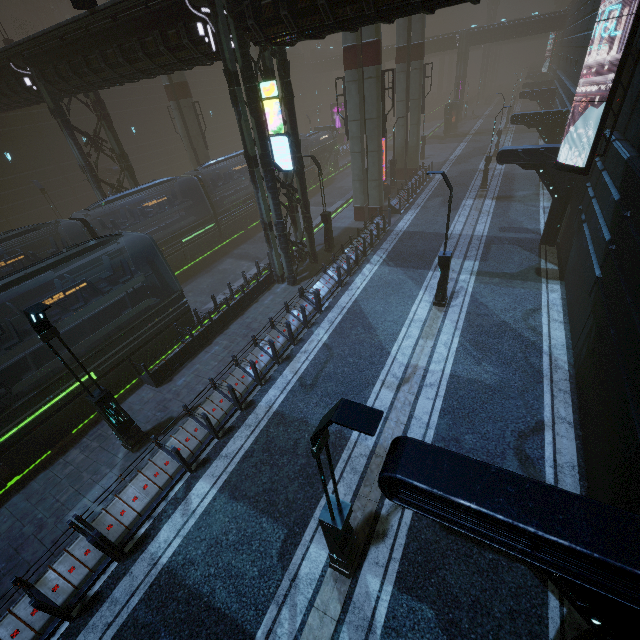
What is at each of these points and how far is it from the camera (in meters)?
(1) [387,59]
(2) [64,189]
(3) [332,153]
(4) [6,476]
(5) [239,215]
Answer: (1) building, 54.34
(2) building, 29.88
(3) train, 37.97
(4) train rail, 10.79
(5) train, 25.84

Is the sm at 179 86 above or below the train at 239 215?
above

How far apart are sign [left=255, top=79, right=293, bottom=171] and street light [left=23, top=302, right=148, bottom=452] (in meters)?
10.21

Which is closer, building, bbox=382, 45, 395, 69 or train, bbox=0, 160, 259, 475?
train, bbox=0, 160, 259, 475

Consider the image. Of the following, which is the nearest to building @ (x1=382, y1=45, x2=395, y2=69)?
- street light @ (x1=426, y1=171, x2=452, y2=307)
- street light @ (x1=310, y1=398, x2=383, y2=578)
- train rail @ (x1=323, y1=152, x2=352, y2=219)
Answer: train rail @ (x1=323, y1=152, x2=352, y2=219)

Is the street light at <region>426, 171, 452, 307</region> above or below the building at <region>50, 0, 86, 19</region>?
below

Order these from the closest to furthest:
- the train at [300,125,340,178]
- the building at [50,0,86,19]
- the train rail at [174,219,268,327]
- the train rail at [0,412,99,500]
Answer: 1. the train rail at [0,412,99,500]
2. the train rail at [174,219,268,327]
3. the train at [300,125,340,178]
4. the building at [50,0,86,19]

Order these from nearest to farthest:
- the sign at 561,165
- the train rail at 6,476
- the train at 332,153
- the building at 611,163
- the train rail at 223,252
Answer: the building at 611,163
the sign at 561,165
the train rail at 6,476
the train rail at 223,252
the train at 332,153
